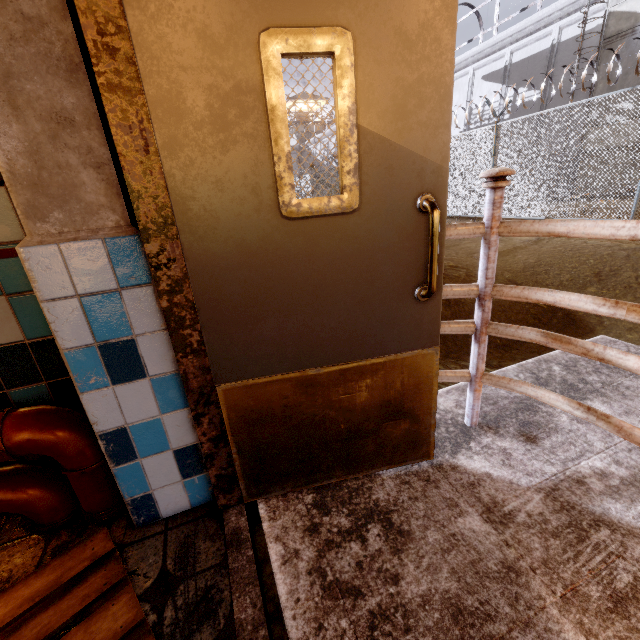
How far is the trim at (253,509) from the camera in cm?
185

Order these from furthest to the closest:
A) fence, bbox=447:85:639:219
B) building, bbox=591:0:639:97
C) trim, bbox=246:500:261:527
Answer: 1. building, bbox=591:0:639:97
2. fence, bbox=447:85:639:219
3. trim, bbox=246:500:261:527

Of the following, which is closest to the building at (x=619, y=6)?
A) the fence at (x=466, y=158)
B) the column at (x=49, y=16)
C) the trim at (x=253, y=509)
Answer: the fence at (x=466, y=158)

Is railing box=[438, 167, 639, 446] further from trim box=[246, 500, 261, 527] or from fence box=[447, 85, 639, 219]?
fence box=[447, 85, 639, 219]

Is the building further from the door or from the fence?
the door

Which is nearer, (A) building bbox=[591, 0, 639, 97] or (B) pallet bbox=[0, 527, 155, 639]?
(B) pallet bbox=[0, 527, 155, 639]

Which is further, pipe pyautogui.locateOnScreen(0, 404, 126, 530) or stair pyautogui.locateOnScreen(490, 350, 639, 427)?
stair pyautogui.locateOnScreen(490, 350, 639, 427)

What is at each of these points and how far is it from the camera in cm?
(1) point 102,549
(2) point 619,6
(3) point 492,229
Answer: (1) pallet, 124
(2) building, 1204
(3) railing, 147
